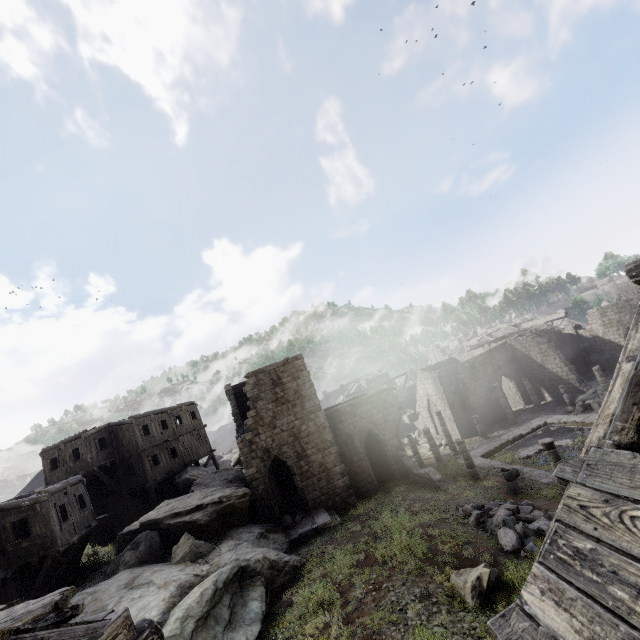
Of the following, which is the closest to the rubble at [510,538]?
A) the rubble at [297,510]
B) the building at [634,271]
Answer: the building at [634,271]

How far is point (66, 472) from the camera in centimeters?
2536cm

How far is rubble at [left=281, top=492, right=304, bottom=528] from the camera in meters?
19.7

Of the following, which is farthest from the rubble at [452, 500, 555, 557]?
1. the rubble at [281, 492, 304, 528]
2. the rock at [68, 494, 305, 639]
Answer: the rubble at [281, 492, 304, 528]

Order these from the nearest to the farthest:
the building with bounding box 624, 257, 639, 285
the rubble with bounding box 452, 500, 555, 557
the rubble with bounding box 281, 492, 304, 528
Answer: the building with bounding box 624, 257, 639, 285
the rubble with bounding box 452, 500, 555, 557
the rubble with bounding box 281, 492, 304, 528

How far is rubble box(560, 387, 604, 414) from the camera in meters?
26.3

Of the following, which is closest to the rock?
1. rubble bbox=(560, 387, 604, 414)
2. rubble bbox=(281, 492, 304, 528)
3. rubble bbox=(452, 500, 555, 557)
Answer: rubble bbox=(281, 492, 304, 528)

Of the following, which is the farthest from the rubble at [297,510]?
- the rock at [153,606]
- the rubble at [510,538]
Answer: the rubble at [510,538]
